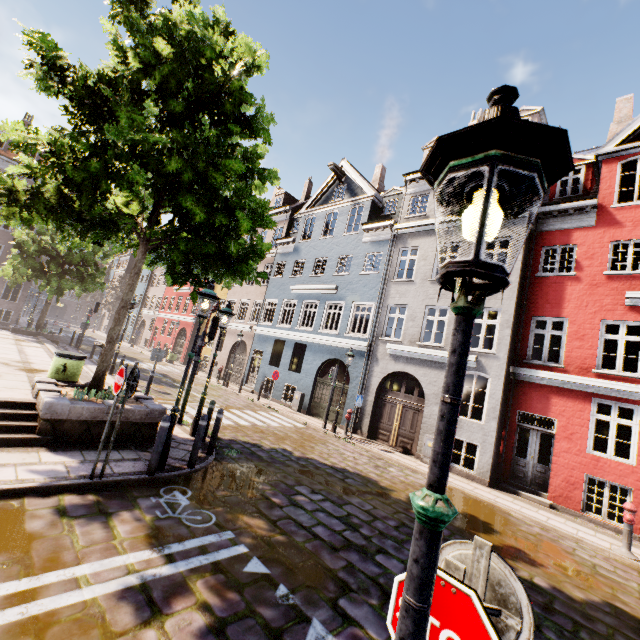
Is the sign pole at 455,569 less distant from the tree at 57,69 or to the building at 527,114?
the tree at 57,69

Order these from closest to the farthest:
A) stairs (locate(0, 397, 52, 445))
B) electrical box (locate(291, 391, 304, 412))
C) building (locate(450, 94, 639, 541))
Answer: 1. stairs (locate(0, 397, 52, 445))
2. building (locate(450, 94, 639, 541))
3. electrical box (locate(291, 391, 304, 412))

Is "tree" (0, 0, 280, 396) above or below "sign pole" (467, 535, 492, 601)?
above

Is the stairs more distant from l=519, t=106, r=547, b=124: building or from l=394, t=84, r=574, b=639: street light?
l=519, t=106, r=547, b=124: building

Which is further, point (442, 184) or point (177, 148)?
A: point (177, 148)

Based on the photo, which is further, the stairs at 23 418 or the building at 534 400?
the building at 534 400

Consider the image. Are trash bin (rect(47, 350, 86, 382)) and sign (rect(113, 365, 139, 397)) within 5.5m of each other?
yes

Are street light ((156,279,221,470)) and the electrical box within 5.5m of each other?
no
